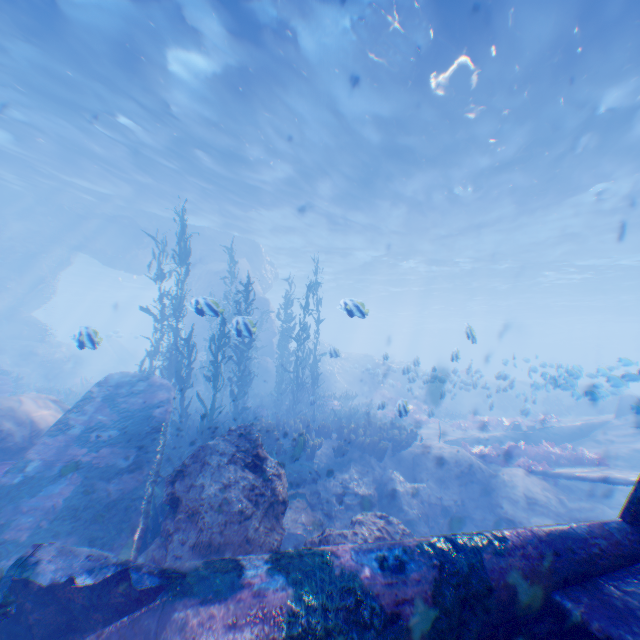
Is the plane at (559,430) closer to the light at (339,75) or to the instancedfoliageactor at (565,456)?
the instancedfoliageactor at (565,456)

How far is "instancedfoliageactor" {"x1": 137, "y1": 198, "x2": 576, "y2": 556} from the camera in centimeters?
891cm

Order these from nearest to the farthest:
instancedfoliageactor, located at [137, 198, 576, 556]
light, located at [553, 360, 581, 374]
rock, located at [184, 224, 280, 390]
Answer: instancedfoliageactor, located at [137, 198, 576, 556] → light, located at [553, 360, 581, 374] → rock, located at [184, 224, 280, 390]

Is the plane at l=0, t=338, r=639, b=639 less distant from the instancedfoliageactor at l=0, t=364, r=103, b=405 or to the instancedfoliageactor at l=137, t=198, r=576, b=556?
the instancedfoliageactor at l=137, t=198, r=576, b=556

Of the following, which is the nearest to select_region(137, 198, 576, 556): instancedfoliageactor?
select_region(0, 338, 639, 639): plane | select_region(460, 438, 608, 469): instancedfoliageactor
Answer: select_region(0, 338, 639, 639): plane

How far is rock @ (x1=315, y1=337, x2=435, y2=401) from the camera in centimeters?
1417cm

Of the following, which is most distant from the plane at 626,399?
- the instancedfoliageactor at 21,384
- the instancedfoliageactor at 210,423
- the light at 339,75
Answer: the instancedfoliageactor at 21,384

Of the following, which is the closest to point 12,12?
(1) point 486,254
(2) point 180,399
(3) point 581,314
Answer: (2) point 180,399
